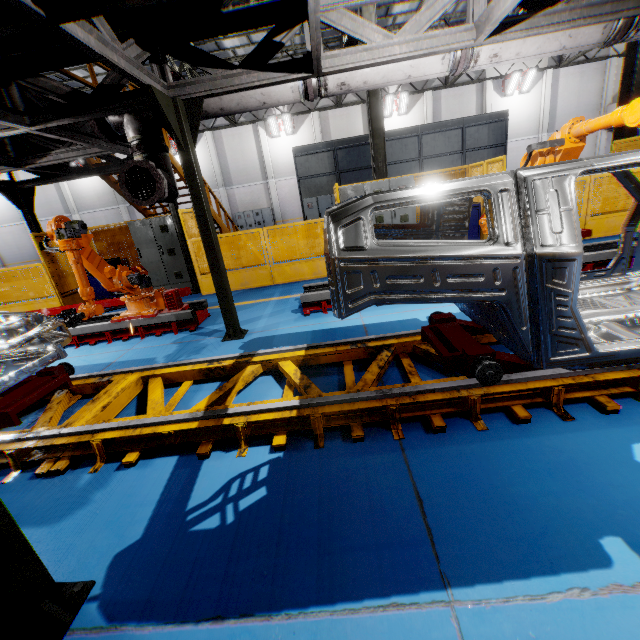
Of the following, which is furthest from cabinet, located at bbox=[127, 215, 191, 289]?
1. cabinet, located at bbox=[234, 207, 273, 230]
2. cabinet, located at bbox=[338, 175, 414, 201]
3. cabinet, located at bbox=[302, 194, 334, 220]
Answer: cabinet, located at bbox=[234, 207, 273, 230]

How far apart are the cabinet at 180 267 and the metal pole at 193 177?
5.0 meters

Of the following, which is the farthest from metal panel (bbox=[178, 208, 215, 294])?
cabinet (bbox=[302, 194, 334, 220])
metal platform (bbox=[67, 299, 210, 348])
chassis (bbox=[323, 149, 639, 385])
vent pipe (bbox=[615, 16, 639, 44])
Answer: cabinet (bbox=[302, 194, 334, 220])

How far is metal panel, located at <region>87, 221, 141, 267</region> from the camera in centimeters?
1018cm

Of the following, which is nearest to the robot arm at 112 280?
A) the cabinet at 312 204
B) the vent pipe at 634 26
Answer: the vent pipe at 634 26

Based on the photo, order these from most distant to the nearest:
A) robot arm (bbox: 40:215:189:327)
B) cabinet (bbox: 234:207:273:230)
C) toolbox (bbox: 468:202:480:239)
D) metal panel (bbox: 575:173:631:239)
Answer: cabinet (bbox: 234:207:273:230), toolbox (bbox: 468:202:480:239), metal panel (bbox: 575:173:631:239), robot arm (bbox: 40:215:189:327)

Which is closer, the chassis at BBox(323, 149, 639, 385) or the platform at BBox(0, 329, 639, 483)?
the chassis at BBox(323, 149, 639, 385)

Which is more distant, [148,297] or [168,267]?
[168,267]
